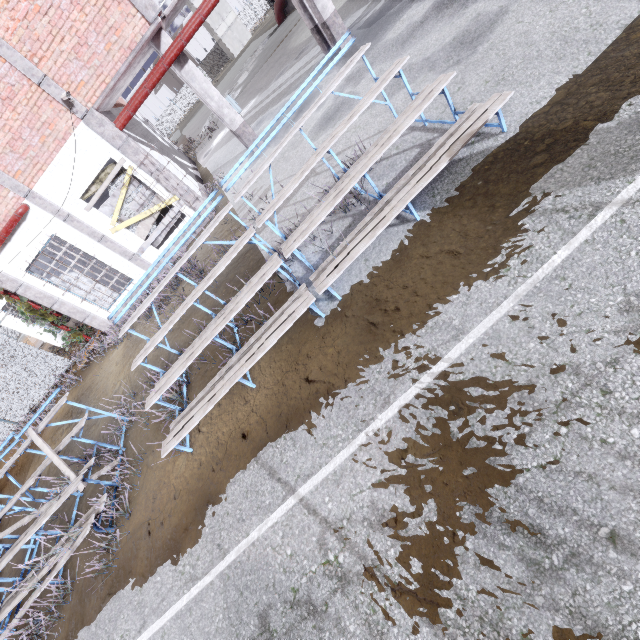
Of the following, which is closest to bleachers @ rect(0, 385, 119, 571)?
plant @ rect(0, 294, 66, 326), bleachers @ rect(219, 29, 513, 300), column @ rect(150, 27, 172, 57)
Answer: bleachers @ rect(219, 29, 513, 300)

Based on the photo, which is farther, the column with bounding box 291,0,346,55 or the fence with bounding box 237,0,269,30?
the fence with bounding box 237,0,269,30

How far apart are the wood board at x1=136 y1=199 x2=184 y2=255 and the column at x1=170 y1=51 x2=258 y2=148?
3.0 meters

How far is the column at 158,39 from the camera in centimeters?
896cm

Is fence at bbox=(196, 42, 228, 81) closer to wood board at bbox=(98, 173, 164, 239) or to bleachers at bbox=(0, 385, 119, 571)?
wood board at bbox=(98, 173, 164, 239)

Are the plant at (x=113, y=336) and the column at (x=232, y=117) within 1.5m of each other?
no

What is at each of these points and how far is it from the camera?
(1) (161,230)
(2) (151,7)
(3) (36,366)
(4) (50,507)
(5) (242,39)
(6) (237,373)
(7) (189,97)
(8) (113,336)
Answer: (1) wood board, 10.9m
(2) trim, 8.1m
(3) fence, 13.2m
(4) bleachers, 5.6m
(5) building, 49.7m
(6) bleachers, 4.4m
(7) fence, 55.7m
(8) plant, 10.8m

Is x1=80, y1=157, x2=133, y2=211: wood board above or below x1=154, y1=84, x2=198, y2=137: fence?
above
